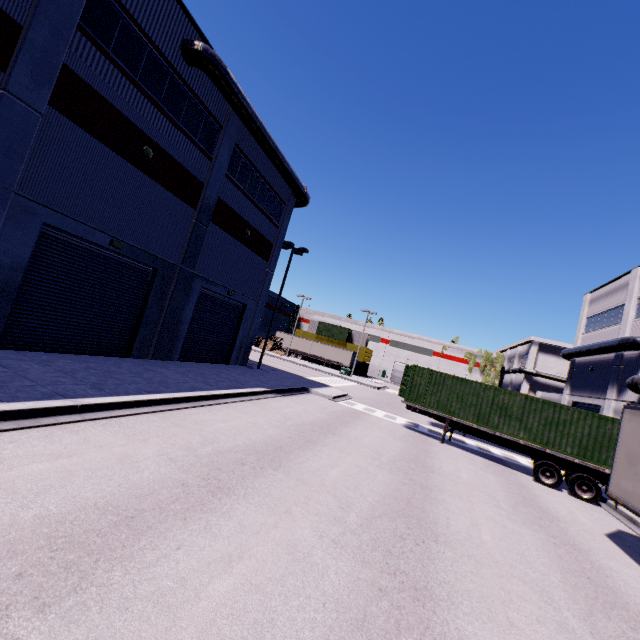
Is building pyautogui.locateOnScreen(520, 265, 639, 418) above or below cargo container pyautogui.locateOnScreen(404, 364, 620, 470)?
above

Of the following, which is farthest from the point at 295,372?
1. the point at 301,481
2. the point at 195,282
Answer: the point at 301,481

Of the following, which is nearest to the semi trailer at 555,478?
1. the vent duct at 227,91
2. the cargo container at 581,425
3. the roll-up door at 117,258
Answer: the cargo container at 581,425

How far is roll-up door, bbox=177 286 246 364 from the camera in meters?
18.8

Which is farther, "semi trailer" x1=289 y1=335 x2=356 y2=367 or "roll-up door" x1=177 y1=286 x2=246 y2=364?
"semi trailer" x1=289 y1=335 x2=356 y2=367

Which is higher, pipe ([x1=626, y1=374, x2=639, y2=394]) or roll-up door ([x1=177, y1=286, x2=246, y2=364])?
pipe ([x1=626, y1=374, x2=639, y2=394])

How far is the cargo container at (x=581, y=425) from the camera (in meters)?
13.57

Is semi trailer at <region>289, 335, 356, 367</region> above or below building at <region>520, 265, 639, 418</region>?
below
